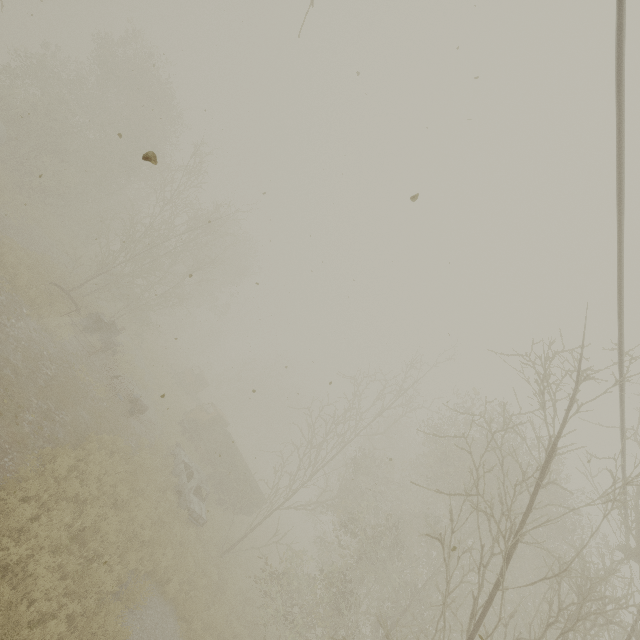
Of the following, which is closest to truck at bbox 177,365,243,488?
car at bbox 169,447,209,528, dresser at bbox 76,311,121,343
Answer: car at bbox 169,447,209,528

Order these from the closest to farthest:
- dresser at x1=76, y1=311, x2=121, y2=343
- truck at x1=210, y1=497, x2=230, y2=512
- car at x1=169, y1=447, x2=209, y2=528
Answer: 1. car at x1=169, y1=447, x2=209, y2=528
2. dresser at x1=76, y1=311, x2=121, y2=343
3. truck at x1=210, y1=497, x2=230, y2=512

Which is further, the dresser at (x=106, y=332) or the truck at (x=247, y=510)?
the truck at (x=247, y=510)

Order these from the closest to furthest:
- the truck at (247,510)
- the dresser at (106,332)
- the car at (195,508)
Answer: the car at (195,508)
the dresser at (106,332)
the truck at (247,510)

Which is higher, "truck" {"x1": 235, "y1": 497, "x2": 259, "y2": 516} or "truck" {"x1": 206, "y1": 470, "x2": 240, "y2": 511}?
"truck" {"x1": 235, "y1": 497, "x2": 259, "y2": 516}

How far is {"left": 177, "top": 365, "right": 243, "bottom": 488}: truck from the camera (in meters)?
21.34

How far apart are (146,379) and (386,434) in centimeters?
2223cm

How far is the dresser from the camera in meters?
→ 16.8
